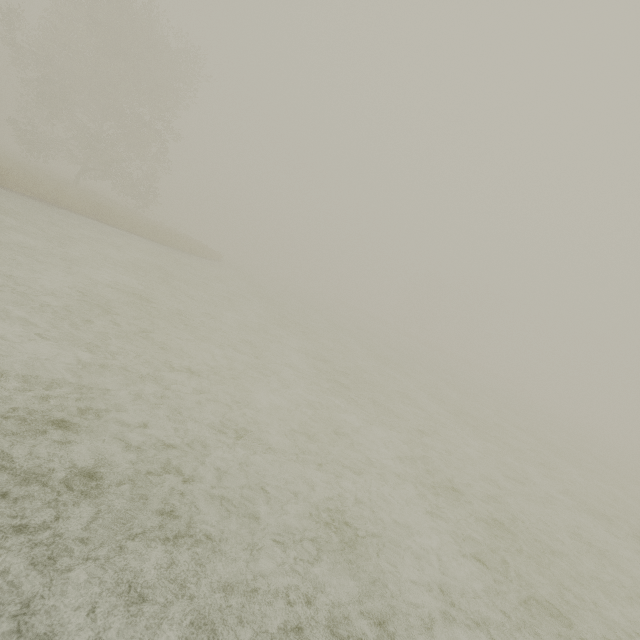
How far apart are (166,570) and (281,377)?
5.1 meters
